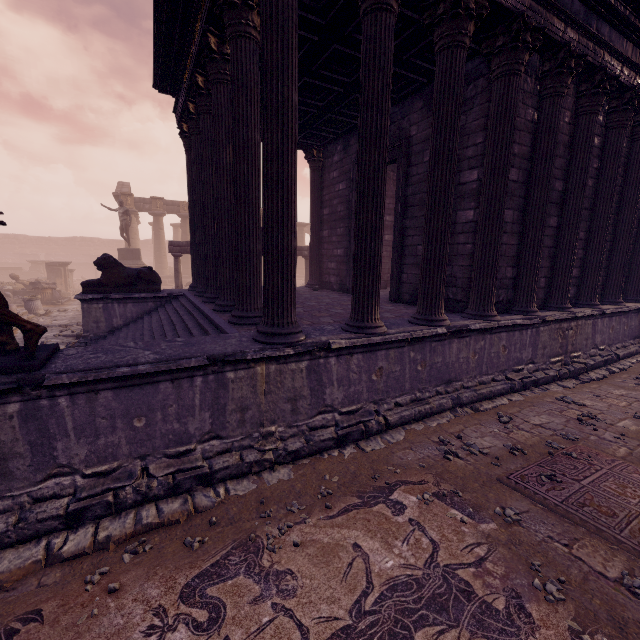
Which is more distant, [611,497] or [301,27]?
[301,27]

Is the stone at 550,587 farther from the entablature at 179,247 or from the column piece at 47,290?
the column piece at 47,290

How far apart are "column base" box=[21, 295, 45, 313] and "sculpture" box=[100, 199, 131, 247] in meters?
5.6 m

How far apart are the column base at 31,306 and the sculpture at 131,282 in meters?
8.4 m

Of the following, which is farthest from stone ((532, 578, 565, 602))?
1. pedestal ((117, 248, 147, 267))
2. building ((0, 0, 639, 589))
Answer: pedestal ((117, 248, 147, 267))

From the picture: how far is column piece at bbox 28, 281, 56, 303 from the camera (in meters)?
17.58

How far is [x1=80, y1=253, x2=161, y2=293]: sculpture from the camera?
9.0m

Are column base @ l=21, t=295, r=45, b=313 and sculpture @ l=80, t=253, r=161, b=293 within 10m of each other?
yes
